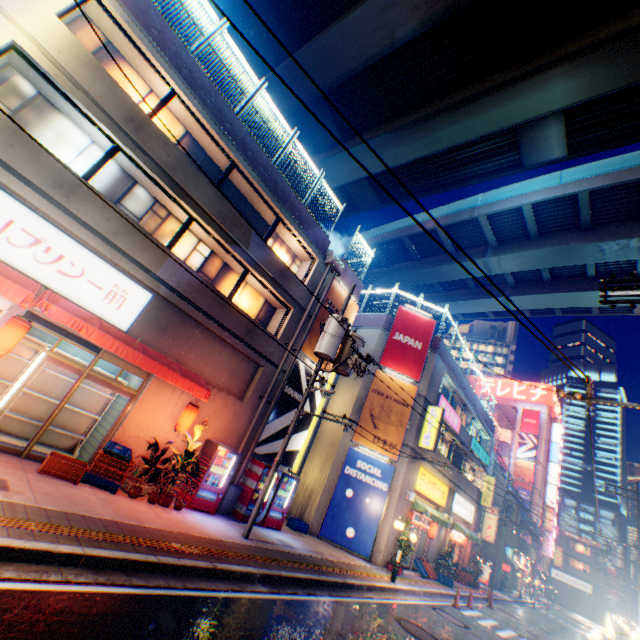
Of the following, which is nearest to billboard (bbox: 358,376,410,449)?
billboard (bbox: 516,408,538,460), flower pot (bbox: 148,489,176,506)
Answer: flower pot (bbox: 148,489,176,506)

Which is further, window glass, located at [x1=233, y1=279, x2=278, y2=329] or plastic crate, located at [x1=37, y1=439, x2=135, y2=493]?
window glass, located at [x1=233, y1=279, x2=278, y2=329]

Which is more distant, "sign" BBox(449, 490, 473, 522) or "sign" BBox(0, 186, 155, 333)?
"sign" BBox(449, 490, 473, 522)

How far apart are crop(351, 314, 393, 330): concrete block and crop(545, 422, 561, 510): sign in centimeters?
5270cm

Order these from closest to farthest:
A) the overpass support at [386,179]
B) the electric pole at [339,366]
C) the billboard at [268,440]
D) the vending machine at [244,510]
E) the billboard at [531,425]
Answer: the electric pole at [339,366] < the vending machine at [244,510] < the billboard at [268,440] < the overpass support at [386,179] < the billboard at [531,425]

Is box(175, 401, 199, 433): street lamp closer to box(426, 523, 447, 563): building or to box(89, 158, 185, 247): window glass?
box(89, 158, 185, 247): window glass

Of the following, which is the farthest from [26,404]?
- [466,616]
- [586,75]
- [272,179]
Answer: [586,75]

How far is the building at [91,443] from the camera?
9.8 meters
